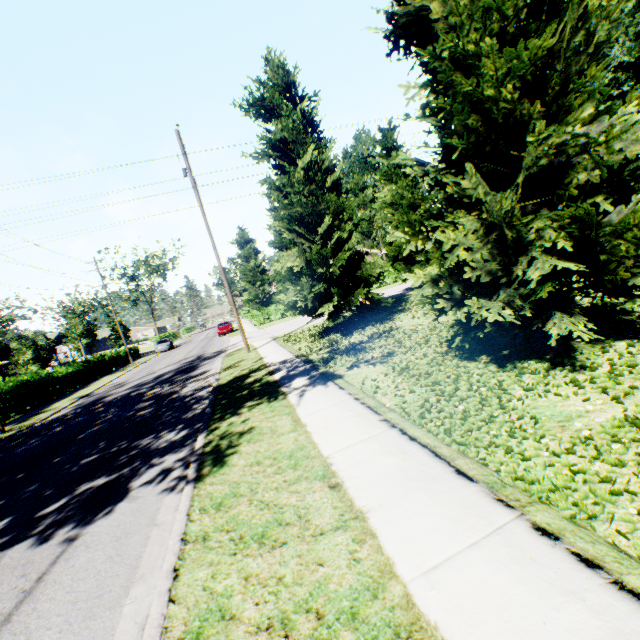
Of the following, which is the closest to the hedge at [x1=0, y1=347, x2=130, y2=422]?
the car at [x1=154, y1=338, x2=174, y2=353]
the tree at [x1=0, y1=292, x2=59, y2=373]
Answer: the tree at [x1=0, y1=292, x2=59, y2=373]

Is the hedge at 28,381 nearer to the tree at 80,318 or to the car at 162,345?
the car at 162,345

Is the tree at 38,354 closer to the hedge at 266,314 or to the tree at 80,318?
the tree at 80,318

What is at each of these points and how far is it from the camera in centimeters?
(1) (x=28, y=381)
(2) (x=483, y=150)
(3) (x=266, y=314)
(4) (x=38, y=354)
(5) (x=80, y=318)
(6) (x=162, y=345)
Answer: (1) hedge, 2086cm
(2) tree, 580cm
(3) hedge, 3750cm
(4) tree, 2997cm
(5) tree, 4412cm
(6) car, 4109cm

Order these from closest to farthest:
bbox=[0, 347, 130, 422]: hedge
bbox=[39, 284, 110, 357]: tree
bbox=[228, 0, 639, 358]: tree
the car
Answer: bbox=[228, 0, 639, 358]: tree, bbox=[0, 347, 130, 422]: hedge, bbox=[39, 284, 110, 357]: tree, the car

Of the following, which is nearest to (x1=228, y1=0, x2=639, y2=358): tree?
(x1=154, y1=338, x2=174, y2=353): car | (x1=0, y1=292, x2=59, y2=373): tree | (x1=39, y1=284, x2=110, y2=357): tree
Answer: (x1=154, y1=338, x2=174, y2=353): car

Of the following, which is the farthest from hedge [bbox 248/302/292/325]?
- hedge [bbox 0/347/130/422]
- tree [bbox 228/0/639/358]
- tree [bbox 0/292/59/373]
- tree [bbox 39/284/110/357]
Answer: tree [bbox 39/284/110/357]

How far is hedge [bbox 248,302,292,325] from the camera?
37.09m
